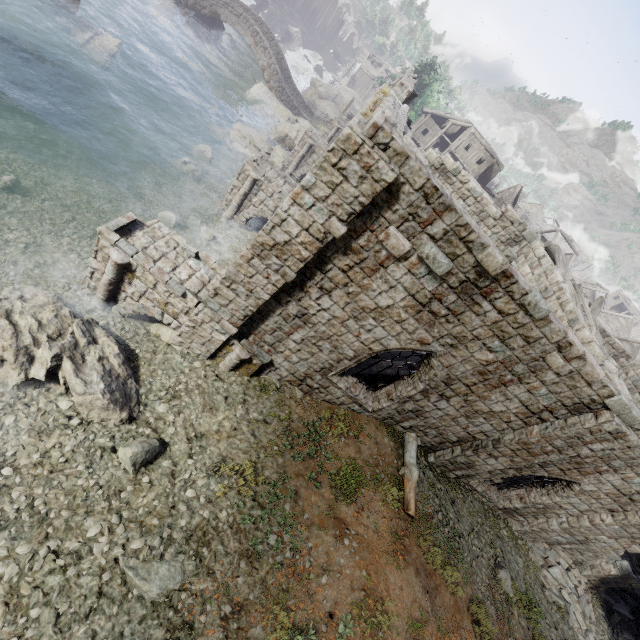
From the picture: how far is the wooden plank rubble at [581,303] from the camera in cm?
1420

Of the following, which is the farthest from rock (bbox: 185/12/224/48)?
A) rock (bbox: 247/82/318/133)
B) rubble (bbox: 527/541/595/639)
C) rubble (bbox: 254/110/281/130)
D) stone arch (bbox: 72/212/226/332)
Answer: rubble (bbox: 527/541/595/639)

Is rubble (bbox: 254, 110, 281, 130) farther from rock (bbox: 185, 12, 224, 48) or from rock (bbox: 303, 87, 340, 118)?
rock (bbox: 185, 12, 224, 48)

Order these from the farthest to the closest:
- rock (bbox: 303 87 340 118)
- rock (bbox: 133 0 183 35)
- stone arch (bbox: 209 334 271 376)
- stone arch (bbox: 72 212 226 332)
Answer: rock (bbox: 303 87 340 118) → rock (bbox: 133 0 183 35) → stone arch (bbox: 209 334 271 376) → stone arch (bbox: 72 212 226 332)

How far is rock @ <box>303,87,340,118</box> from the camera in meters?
42.3

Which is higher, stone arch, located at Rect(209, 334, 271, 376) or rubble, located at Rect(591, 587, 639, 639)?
rubble, located at Rect(591, 587, 639, 639)

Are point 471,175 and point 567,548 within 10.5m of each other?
no

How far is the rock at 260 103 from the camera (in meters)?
32.81
